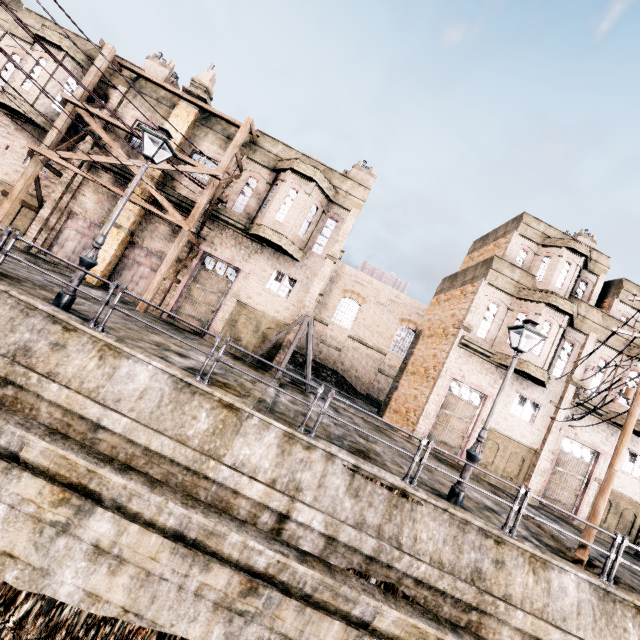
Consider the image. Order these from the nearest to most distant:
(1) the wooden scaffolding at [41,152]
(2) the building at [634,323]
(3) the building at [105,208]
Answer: (1) the wooden scaffolding at [41,152]
(3) the building at [105,208]
(2) the building at [634,323]

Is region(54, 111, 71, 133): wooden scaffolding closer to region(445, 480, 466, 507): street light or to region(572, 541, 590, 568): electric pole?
region(445, 480, 466, 507): street light

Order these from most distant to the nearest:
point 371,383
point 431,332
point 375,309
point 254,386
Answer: point 375,309
point 371,383
point 431,332
point 254,386

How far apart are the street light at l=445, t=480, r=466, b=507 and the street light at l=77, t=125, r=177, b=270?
11.34m

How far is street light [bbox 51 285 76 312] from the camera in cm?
851

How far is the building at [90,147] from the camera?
18.28m

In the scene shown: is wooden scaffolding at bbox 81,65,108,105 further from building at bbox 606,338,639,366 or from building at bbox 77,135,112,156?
building at bbox 606,338,639,366

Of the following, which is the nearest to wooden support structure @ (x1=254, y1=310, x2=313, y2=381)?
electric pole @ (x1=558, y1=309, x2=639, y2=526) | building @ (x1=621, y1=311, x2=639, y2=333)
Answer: building @ (x1=621, y1=311, x2=639, y2=333)
